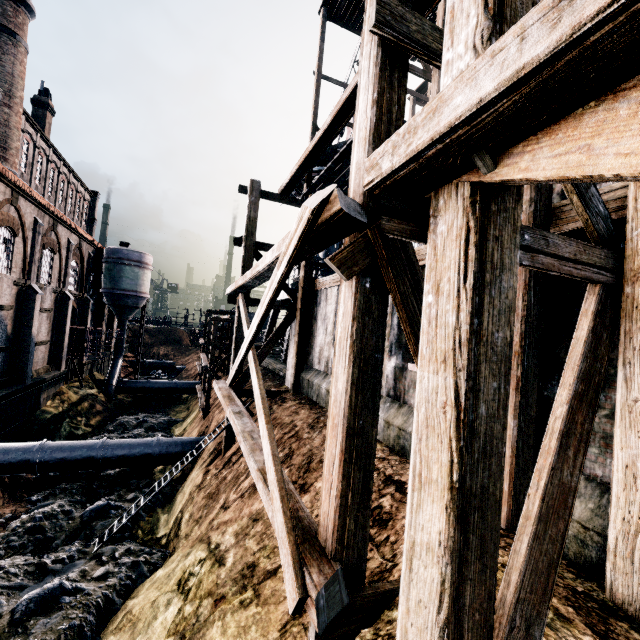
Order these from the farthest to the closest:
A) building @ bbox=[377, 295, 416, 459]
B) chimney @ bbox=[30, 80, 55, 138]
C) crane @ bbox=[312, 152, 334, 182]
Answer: chimney @ bbox=[30, 80, 55, 138], crane @ bbox=[312, 152, 334, 182], building @ bbox=[377, 295, 416, 459]

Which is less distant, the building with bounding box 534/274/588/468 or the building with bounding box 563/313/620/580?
the building with bounding box 563/313/620/580

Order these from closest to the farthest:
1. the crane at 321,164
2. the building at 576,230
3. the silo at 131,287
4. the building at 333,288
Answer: the building at 576,230
the building at 333,288
the crane at 321,164
the silo at 131,287

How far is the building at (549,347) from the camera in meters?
5.5

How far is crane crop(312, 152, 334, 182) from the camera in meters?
27.4

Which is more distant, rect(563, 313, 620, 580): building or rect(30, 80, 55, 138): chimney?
rect(30, 80, 55, 138): chimney

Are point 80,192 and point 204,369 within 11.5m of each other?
no

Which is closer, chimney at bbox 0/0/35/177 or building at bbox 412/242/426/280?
building at bbox 412/242/426/280
